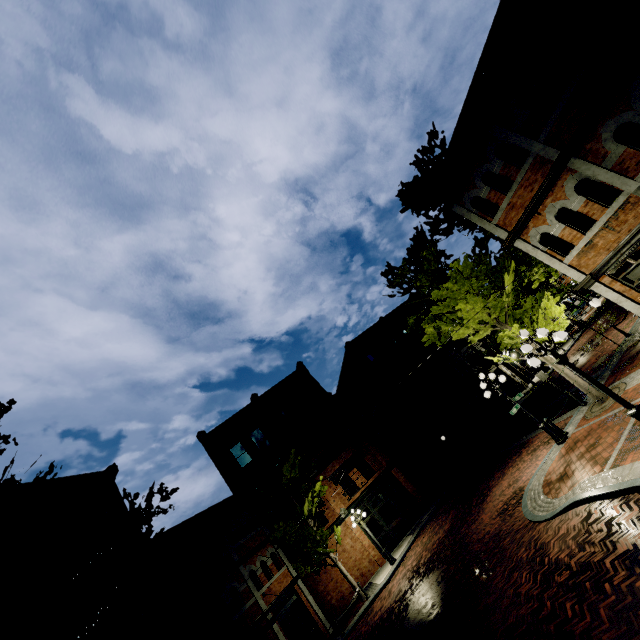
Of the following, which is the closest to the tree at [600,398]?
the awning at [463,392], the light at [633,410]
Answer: the awning at [463,392]

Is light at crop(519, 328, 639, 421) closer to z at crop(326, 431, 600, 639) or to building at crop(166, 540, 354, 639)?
z at crop(326, 431, 600, 639)

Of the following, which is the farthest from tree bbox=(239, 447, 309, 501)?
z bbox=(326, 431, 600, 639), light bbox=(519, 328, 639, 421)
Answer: light bbox=(519, 328, 639, 421)

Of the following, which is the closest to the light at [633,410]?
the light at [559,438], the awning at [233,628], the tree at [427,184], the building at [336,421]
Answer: the tree at [427,184]

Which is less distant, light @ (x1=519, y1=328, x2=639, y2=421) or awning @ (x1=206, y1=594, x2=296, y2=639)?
light @ (x1=519, y1=328, x2=639, y2=421)

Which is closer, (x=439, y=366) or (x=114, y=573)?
(x=114, y=573)

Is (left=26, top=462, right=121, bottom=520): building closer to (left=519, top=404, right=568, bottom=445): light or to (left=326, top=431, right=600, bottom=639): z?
(left=326, top=431, right=600, bottom=639): z

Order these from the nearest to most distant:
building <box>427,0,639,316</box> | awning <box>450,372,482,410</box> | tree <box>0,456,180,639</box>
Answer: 1. tree <box>0,456,180,639</box>
2. building <box>427,0,639,316</box>
3. awning <box>450,372,482,410</box>
